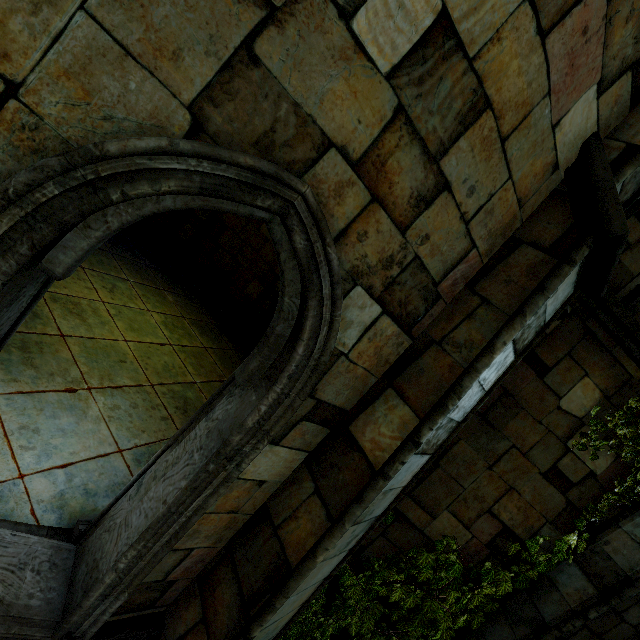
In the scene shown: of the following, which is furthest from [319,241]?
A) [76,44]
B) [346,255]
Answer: [76,44]
